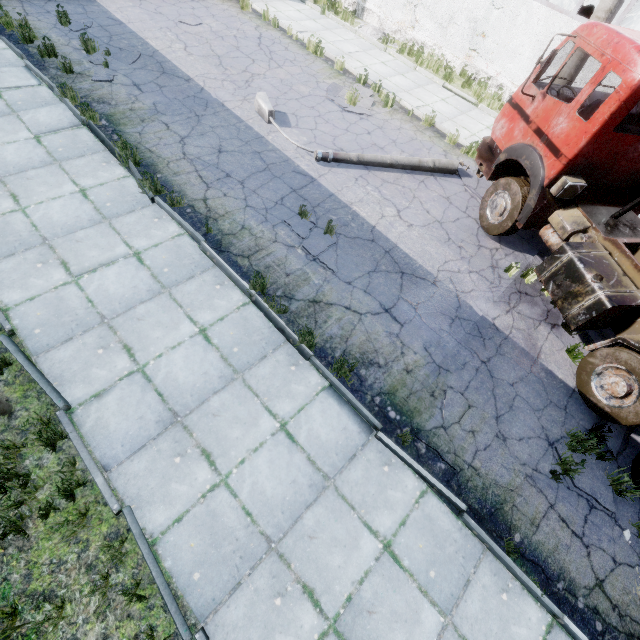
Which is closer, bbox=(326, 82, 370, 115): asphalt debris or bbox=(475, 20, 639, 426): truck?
bbox=(475, 20, 639, 426): truck

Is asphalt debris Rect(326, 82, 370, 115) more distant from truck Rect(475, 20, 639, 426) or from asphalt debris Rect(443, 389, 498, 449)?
asphalt debris Rect(443, 389, 498, 449)

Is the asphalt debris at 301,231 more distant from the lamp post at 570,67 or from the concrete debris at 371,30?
the concrete debris at 371,30

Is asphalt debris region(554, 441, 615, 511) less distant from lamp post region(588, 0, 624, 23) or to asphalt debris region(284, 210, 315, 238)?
asphalt debris region(284, 210, 315, 238)

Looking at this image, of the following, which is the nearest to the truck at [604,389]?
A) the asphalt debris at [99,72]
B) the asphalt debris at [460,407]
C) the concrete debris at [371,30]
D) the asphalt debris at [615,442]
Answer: the asphalt debris at [615,442]

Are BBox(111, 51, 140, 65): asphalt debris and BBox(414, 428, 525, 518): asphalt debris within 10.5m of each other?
no

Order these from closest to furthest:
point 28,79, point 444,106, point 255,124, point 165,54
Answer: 1. point 28,79
2. point 255,124
3. point 165,54
4. point 444,106

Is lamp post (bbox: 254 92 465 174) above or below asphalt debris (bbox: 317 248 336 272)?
above
